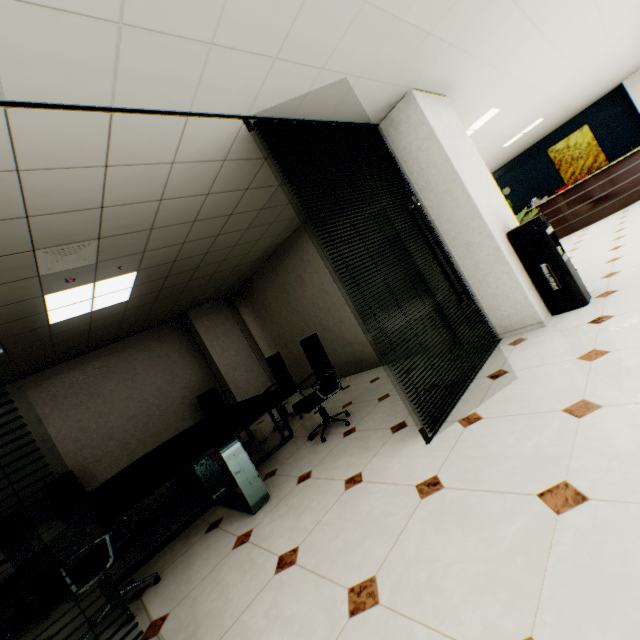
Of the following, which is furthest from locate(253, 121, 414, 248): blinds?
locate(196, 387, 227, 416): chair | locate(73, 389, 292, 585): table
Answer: locate(196, 387, 227, 416): chair

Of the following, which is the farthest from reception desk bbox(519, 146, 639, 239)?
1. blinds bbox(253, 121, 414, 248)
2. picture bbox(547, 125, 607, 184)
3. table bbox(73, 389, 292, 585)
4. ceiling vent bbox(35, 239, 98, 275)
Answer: ceiling vent bbox(35, 239, 98, 275)

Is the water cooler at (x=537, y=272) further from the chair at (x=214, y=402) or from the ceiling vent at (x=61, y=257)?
the chair at (x=214, y=402)

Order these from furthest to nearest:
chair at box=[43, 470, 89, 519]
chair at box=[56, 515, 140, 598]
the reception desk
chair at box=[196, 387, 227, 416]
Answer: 1. the reception desk
2. chair at box=[196, 387, 227, 416]
3. chair at box=[43, 470, 89, 519]
4. chair at box=[56, 515, 140, 598]

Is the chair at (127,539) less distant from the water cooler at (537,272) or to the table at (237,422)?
the table at (237,422)

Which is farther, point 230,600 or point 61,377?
point 61,377

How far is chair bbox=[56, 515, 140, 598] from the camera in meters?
2.3

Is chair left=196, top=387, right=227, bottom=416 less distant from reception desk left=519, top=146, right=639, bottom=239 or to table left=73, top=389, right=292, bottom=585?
table left=73, top=389, right=292, bottom=585
